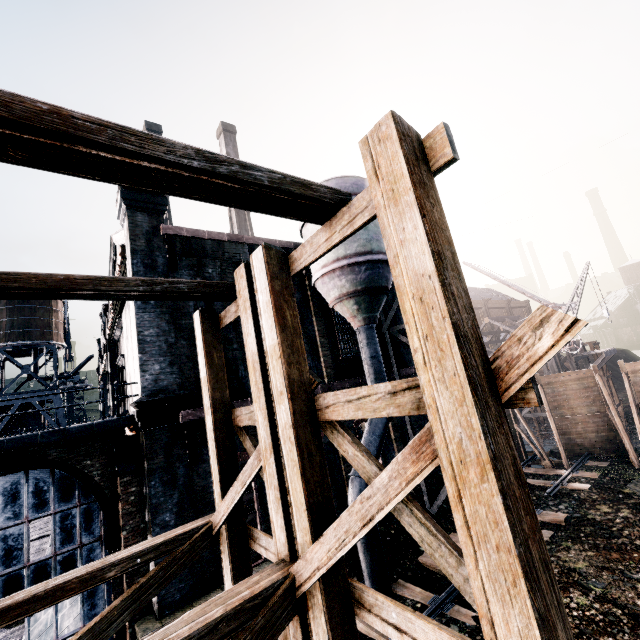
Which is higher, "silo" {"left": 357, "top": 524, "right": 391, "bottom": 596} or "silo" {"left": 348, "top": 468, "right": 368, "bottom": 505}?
"silo" {"left": 348, "top": 468, "right": 368, "bottom": 505}

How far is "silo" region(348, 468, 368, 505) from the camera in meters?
12.3 m

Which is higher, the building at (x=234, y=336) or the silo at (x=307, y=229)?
the silo at (x=307, y=229)

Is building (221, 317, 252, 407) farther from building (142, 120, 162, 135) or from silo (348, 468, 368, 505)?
building (142, 120, 162, 135)

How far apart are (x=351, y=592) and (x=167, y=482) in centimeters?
1001cm

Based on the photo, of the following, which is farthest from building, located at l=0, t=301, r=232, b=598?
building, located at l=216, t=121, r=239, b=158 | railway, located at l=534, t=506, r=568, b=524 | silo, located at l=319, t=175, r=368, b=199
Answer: building, located at l=216, t=121, r=239, b=158

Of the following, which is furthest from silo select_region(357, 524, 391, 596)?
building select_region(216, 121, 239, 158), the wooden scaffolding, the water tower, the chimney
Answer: the chimney

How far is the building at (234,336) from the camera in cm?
1349
